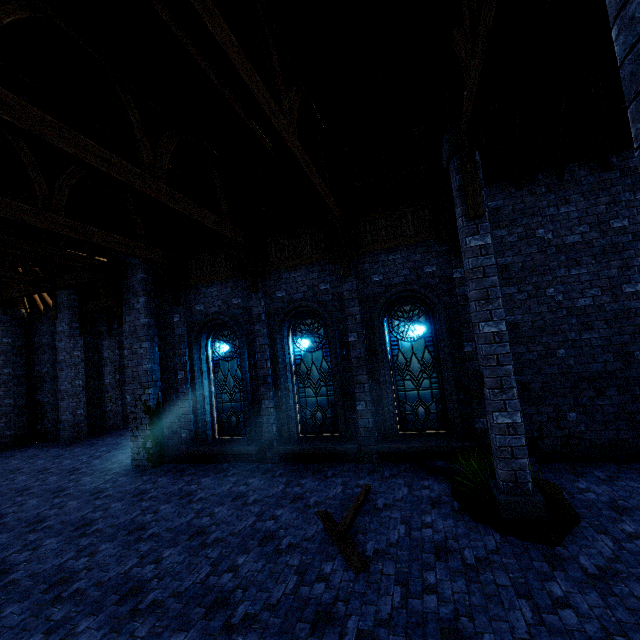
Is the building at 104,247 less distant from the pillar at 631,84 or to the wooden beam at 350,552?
the pillar at 631,84

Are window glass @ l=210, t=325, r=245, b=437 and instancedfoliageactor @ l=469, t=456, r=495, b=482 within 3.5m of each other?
no

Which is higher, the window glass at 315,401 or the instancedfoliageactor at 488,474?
the window glass at 315,401

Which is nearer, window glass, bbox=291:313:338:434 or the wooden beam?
the wooden beam

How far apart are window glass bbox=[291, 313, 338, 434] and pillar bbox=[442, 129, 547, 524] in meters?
4.3

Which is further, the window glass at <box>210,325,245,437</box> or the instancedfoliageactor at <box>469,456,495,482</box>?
the window glass at <box>210,325,245,437</box>

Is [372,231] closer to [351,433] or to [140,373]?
[351,433]

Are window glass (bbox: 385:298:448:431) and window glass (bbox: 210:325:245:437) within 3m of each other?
no
